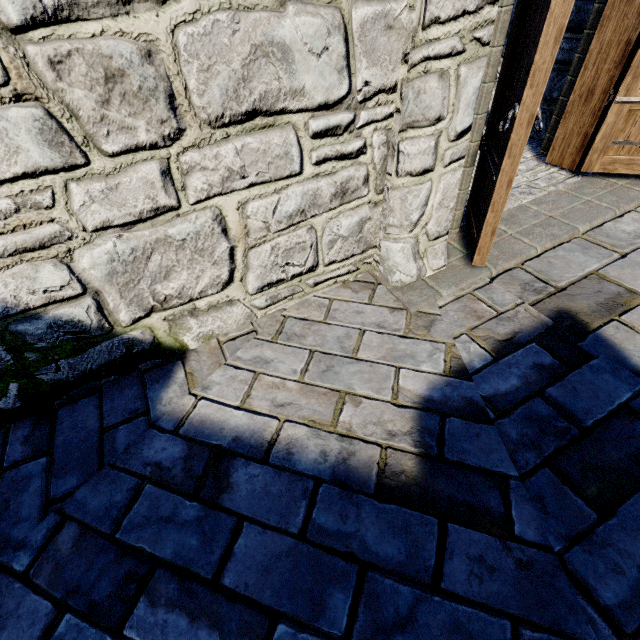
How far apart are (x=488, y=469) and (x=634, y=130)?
3.7m
